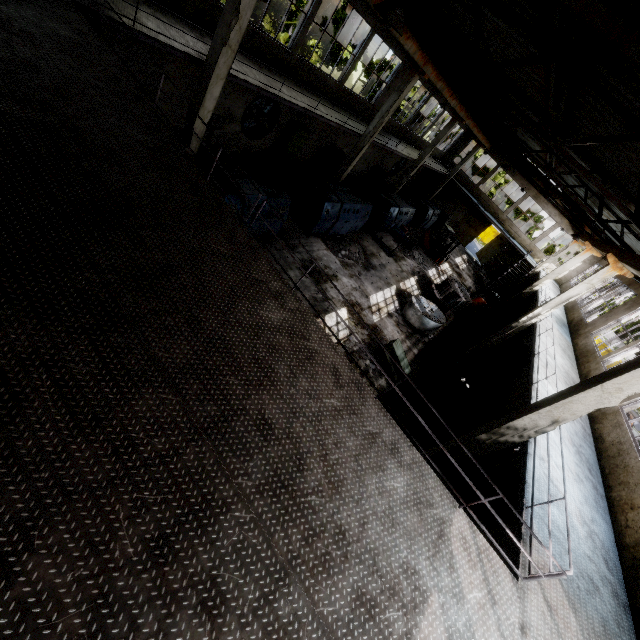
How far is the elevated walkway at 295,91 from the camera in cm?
1075

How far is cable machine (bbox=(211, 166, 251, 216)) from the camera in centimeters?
1026cm

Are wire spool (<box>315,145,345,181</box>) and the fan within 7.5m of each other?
yes

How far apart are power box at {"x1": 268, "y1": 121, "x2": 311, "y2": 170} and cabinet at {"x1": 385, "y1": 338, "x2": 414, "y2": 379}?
11.9 meters

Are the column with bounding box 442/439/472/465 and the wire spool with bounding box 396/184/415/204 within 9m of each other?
no

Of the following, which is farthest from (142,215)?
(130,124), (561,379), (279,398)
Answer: (561,379)

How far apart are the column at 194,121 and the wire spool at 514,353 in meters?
19.0

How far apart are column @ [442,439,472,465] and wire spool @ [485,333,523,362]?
13.2 meters
